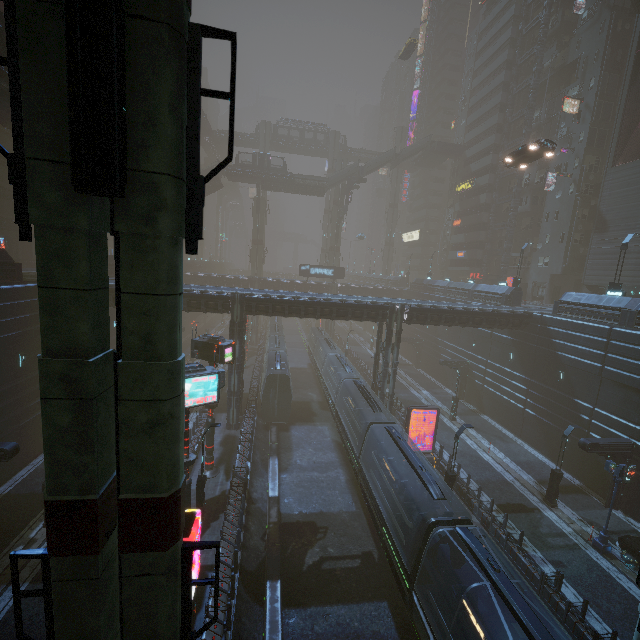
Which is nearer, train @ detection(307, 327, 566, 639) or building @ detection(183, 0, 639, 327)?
train @ detection(307, 327, 566, 639)

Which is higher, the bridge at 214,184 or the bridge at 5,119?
the bridge at 214,184

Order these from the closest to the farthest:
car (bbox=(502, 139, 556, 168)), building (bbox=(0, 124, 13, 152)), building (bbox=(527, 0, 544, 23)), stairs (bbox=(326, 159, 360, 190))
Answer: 1. car (bbox=(502, 139, 556, 168))
2. building (bbox=(0, 124, 13, 152))
3. building (bbox=(527, 0, 544, 23))
4. stairs (bbox=(326, 159, 360, 190))

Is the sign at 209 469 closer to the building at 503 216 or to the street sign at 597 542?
the building at 503 216

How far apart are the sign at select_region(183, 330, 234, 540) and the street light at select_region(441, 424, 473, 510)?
14.2m

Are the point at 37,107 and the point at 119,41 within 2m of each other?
yes

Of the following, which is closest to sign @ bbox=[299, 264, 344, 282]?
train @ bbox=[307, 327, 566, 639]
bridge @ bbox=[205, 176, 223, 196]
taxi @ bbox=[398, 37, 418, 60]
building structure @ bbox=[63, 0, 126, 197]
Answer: bridge @ bbox=[205, 176, 223, 196]

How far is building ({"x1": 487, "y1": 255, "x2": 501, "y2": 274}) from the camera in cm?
5228
